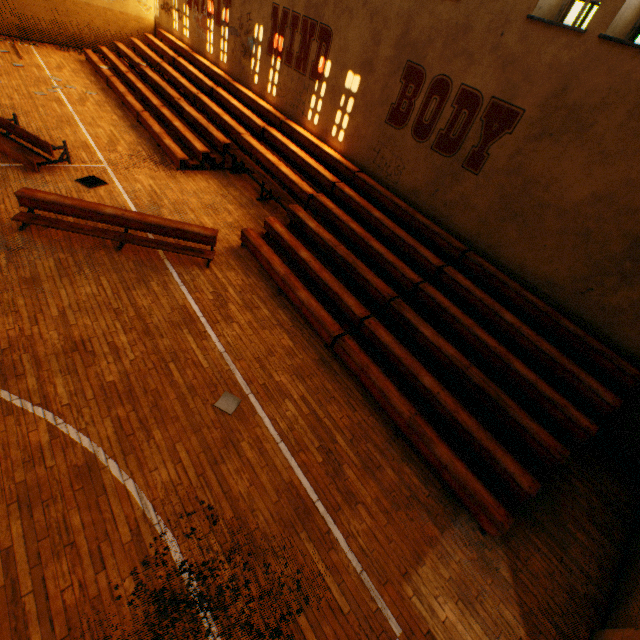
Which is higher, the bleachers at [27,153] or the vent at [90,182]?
the bleachers at [27,153]

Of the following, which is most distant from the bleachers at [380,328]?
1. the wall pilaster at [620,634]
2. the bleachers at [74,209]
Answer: the wall pilaster at [620,634]

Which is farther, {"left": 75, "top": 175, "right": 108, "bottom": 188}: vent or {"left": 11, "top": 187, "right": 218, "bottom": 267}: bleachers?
{"left": 75, "top": 175, "right": 108, "bottom": 188}: vent

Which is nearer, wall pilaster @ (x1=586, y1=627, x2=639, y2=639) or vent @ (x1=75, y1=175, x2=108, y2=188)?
wall pilaster @ (x1=586, y1=627, x2=639, y2=639)

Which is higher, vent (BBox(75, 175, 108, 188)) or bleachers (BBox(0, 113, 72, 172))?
bleachers (BBox(0, 113, 72, 172))

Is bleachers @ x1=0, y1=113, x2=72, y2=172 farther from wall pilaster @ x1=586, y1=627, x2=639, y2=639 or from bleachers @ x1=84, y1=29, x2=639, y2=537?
wall pilaster @ x1=586, y1=627, x2=639, y2=639

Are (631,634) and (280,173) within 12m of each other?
yes

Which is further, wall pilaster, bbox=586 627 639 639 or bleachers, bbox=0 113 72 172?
bleachers, bbox=0 113 72 172
